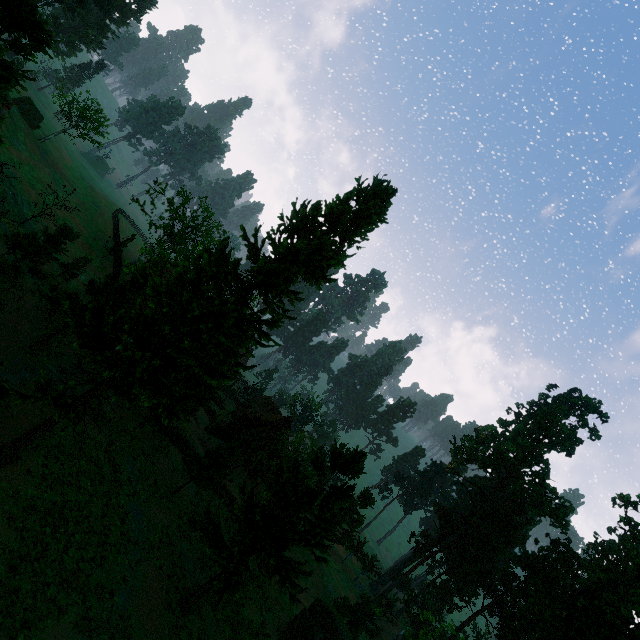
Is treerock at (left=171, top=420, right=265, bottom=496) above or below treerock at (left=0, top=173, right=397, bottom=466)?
below

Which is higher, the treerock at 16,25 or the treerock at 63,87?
the treerock at 16,25

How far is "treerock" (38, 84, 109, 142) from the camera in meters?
45.1

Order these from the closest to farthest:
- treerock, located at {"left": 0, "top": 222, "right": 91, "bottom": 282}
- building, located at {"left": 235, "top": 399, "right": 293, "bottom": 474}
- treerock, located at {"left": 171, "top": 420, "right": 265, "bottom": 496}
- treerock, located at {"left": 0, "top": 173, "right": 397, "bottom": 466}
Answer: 1. treerock, located at {"left": 0, "top": 173, "right": 397, "bottom": 466}
2. treerock, located at {"left": 0, "top": 222, "right": 91, "bottom": 282}
3. treerock, located at {"left": 171, "top": 420, "right": 265, "bottom": 496}
4. building, located at {"left": 235, "top": 399, "right": 293, "bottom": 474}

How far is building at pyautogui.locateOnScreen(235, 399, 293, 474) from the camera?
43.0 meters

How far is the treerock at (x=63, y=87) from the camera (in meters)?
45.06

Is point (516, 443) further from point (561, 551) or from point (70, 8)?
point (70, 8)
